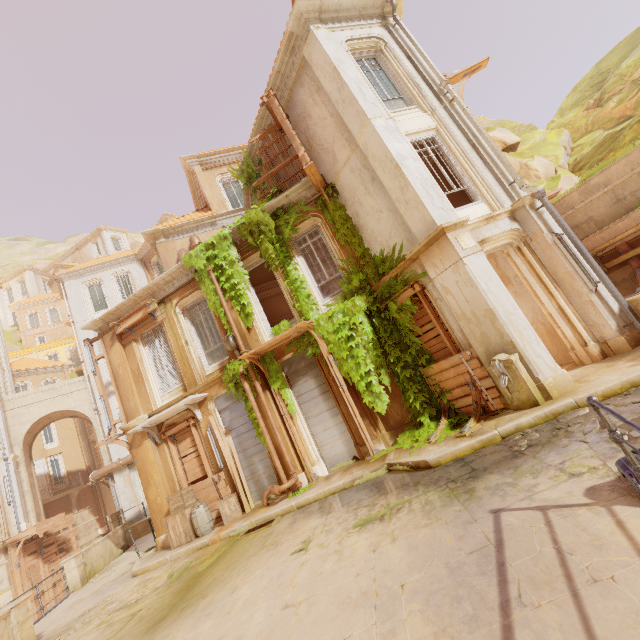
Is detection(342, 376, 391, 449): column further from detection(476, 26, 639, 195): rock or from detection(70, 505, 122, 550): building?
detection(476, 26, 639, 195): rock

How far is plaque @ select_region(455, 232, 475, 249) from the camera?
7.7m

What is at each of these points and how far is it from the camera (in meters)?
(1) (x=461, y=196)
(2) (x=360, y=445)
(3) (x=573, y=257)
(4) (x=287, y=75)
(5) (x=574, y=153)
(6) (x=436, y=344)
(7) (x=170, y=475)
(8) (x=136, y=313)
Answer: (1) wallpaper, 10.83
(2) column, 9.91
(3) lamp, 8.09
(4) trim, 11.19
(5) rock, 17.12
(6) wood, 9.05
(7) column, 11.76
(8) trim, 12.65

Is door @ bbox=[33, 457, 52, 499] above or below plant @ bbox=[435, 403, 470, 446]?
above

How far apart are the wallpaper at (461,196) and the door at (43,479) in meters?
37.2 m

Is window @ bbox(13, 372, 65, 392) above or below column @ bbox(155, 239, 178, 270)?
above

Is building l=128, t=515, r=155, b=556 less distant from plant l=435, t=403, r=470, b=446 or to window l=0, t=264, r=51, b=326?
plant l=435, t=403, r=470, b=446

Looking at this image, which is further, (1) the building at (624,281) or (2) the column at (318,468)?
(2) the column at (318,468)
